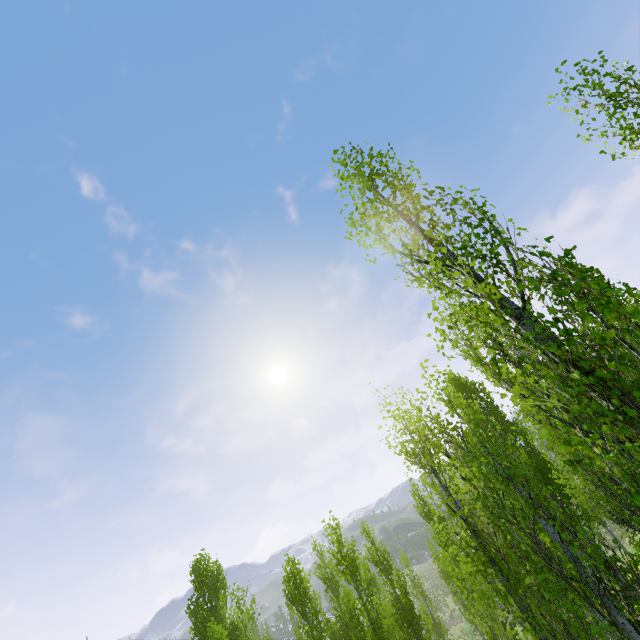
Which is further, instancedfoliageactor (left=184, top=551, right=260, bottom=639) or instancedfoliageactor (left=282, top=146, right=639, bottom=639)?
instancedfoliageactor (left=184, top=551, right=260, bottom=639)

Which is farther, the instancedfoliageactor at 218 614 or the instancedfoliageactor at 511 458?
the instancedfoliageactor at 218 614

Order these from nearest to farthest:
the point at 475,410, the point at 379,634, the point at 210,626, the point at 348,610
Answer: the point at 379,634 → the point at 348,610 → the point at 210,626 → the point at 475,410
